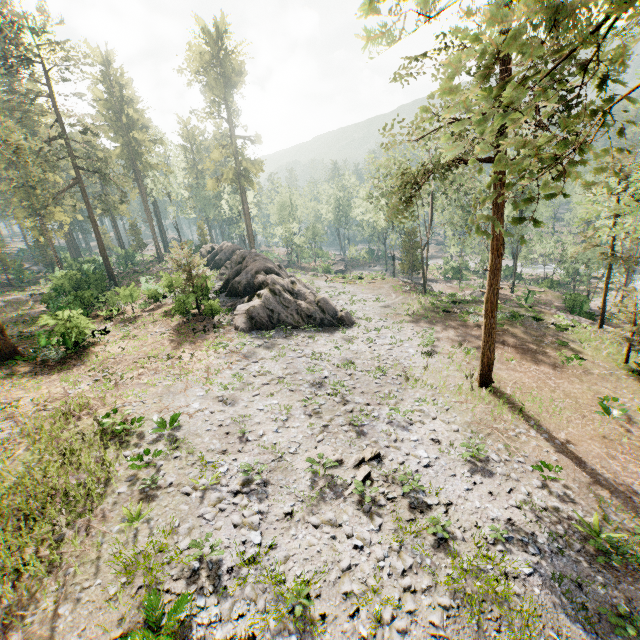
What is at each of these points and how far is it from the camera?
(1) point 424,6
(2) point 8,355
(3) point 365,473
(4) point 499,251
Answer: (1) foliage, 1.7m
(2) foliage, 20.9m
(3) foliage, 12.6m
(4) foliage, 16.7m

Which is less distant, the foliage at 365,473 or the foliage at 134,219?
the foliage at 365,473

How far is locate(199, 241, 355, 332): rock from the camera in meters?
24.9

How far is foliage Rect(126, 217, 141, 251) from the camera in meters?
58.5

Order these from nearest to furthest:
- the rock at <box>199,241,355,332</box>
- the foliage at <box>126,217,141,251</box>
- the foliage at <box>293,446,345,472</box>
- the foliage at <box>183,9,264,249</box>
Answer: the foliage at <box>293,446,345,472</box>, the rock at <box>199,241,355,332</box>, the foliage at <box>183,9,264,249</box>, the foliage at <box>126,217,141,251</box>

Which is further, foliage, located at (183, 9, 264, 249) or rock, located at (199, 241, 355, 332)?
foliage, located at (183, 9, 264, 249)

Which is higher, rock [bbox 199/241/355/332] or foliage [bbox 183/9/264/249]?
foliage [bbox 183/9/264/249]
